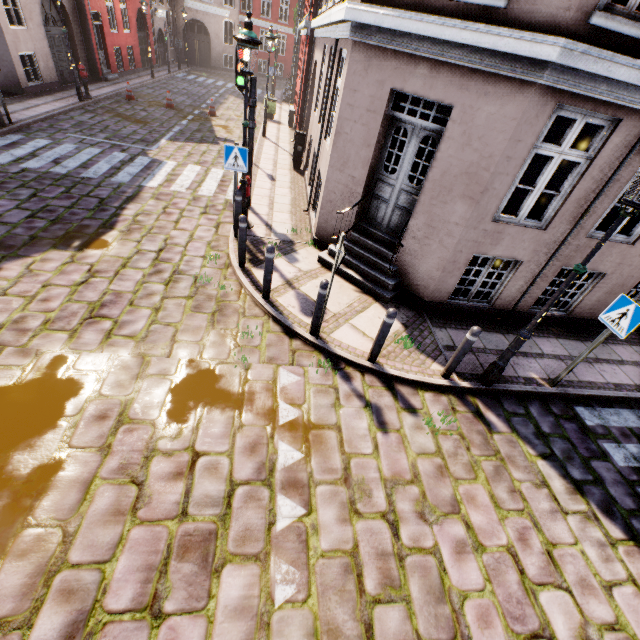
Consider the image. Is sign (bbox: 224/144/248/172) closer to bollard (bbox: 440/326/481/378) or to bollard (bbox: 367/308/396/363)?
bollard (bbox: 367/308/396/363)

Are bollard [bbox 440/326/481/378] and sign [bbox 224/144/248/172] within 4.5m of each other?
no

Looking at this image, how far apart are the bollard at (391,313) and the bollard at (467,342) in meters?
1.2

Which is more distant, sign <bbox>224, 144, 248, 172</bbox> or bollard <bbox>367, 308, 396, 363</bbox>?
sign <bbox>224, 144, 248, 172</bbox>

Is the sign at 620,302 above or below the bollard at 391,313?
above

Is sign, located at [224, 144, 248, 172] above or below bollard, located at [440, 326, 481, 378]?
above

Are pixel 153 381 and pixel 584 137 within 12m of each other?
no

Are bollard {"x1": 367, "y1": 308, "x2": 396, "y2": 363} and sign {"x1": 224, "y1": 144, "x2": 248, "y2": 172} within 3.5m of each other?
no
